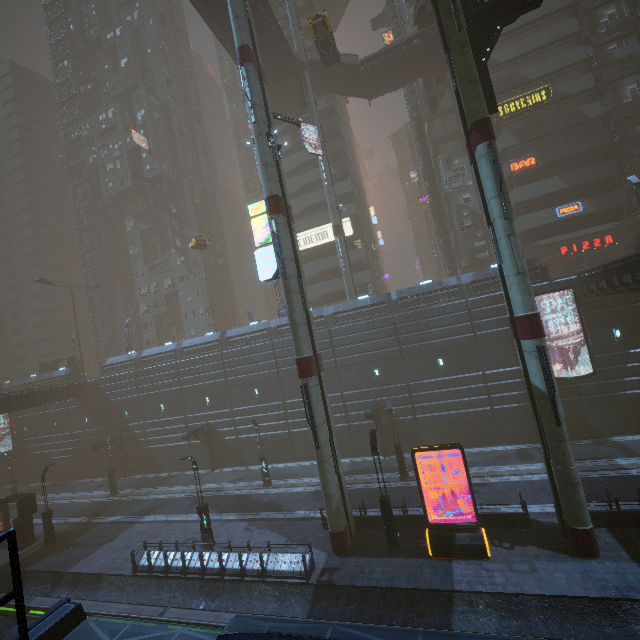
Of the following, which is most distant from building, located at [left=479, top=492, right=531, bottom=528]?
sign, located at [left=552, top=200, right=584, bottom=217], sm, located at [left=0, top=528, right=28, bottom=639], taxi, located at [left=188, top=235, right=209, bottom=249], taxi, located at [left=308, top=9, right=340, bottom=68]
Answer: taxi, located at [left=188, top=235, right=209, bottom=249]

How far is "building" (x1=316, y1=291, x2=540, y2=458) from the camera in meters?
25.3 m

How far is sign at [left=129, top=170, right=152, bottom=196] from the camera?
48.5 meters

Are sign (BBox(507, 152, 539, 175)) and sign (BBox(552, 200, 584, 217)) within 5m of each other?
yes

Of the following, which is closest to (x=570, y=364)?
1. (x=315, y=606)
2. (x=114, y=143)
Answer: (x=315, y=606)

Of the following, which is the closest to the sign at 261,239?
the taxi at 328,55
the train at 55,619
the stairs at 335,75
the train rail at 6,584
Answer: the taxi at 328,55

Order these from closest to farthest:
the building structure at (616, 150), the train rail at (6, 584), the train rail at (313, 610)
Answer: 1. the train rail at (313, 610)
2. the train rail at (6, 584)
3. the building structure at (616, 150)

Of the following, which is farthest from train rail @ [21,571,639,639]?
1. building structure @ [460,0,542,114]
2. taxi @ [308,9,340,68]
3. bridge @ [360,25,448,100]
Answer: bridge @ [360,25,448,100]
